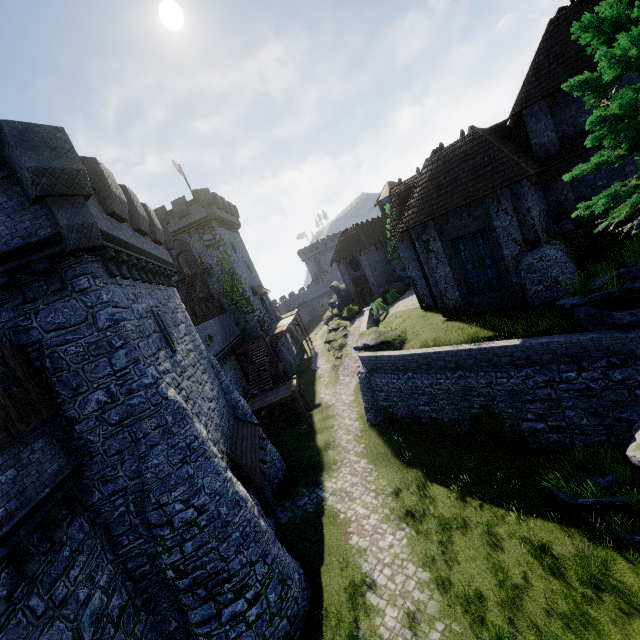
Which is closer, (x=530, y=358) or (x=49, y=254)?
(x=49, y=254)

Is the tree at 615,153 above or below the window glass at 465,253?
above

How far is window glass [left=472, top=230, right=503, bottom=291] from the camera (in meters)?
16.56

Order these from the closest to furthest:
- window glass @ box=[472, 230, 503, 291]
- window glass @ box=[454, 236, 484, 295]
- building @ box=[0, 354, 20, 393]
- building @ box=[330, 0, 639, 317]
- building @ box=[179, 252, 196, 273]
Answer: building @ box=[0, 354, 20, 393]
building @ box=[330, 0, 639, 317]
window glass @ box=[472, 230, 503, 291]
window glass @ box=[454, 236, 484, 295]
building @ box=[179, 252, 196, 273]

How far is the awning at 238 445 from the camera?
12.8 meters

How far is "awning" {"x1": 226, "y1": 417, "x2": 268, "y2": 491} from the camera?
12.78m

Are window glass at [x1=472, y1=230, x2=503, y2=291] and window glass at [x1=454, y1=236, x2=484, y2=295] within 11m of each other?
yes

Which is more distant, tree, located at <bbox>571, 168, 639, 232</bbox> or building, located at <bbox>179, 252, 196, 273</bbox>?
building, located at <bbox>179, 252, 196, 273</bbox>
